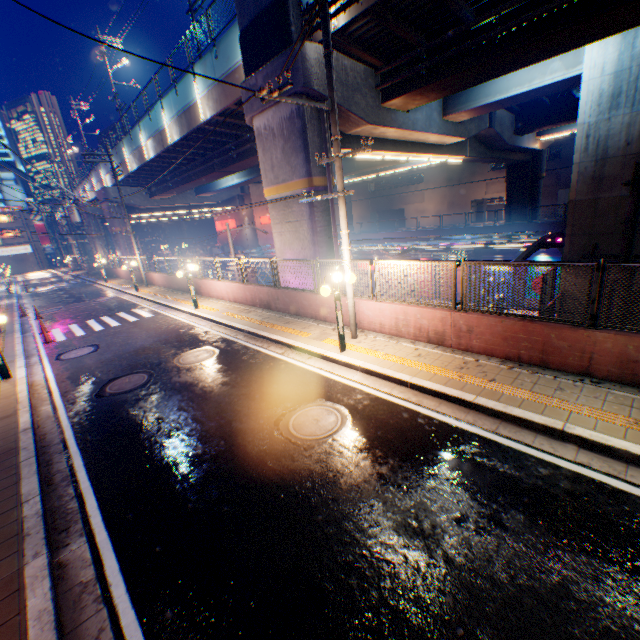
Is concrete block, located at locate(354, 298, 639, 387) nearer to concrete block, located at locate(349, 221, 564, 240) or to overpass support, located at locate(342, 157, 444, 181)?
overpass support, located at locate(342, 157, 444, 181)

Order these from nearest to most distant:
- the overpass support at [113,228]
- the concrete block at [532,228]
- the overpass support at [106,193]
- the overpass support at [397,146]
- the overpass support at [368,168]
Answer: the overpass support at [397,146] < the concrete block at [532,228] < the overpass support at [368,168] < the overpass support at [106,193] < the overpass support at [113,228]

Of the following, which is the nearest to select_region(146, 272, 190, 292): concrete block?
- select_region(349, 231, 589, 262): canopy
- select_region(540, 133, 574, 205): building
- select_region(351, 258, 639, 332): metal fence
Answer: select_region(351, 258, 639, 332): metal fence

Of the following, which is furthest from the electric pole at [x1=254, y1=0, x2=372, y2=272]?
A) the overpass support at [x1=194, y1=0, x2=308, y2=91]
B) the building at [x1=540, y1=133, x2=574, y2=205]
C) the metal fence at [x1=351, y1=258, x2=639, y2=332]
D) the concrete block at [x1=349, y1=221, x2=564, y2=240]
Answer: the building at [x1=540, y1=133, x2=574, y2=205]

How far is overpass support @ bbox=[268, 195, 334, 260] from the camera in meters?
13.0

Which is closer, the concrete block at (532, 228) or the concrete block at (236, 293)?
the concrete block at (236, 293)

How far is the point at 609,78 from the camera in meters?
12.4

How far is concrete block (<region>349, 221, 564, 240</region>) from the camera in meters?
25.0 m
